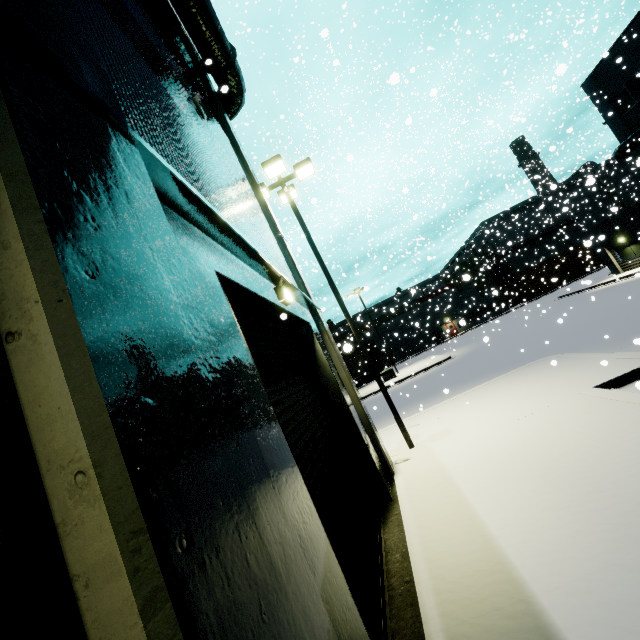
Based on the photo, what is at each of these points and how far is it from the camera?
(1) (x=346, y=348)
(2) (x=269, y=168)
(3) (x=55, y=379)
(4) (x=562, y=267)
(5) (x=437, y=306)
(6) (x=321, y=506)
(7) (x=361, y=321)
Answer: (1) cargo container, 5.9 meters
(2) light, 10.2 meters
(3) building, 0.9 meters
(4) building, 54.0 meters
(5) building, 38.2 meters
(6) roll-up door, 3.8 meters
(7) building, 20.0 meters

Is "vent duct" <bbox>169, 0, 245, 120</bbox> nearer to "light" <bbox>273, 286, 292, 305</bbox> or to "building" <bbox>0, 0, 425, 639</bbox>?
"building" <bbox>0, 0, 425, 639</bbox>

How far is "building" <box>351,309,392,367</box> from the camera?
56.2 meters

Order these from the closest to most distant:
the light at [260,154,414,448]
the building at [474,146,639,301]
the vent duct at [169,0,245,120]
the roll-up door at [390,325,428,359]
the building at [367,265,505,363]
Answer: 1. the vent duct at [169,0,245,120]
2. the light at [260,154,414,448]
3. the building at [474,146,639,301]
4. the building at [367,265,505,363]
5. the roll-up door at [390,325,428,359]

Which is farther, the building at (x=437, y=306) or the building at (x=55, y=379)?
the building at (x=437, y=306)

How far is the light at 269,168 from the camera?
9.81m

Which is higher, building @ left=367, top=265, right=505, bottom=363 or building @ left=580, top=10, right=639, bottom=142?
building @ left=580, top=10, right=639, bottom=142

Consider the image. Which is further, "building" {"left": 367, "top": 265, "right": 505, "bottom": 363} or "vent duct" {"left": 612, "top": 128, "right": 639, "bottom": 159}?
"building" {"left": 367, "top": 265, "right": 505, "bottom": 363}
